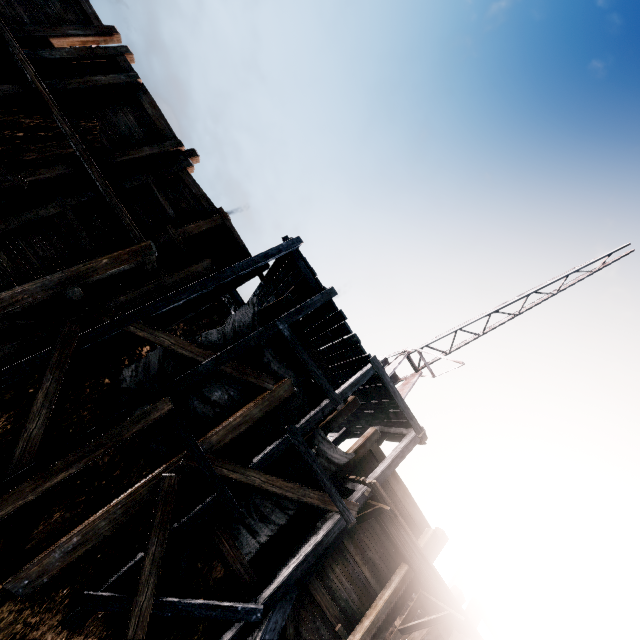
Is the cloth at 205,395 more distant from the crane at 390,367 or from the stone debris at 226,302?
the crane at 390,367

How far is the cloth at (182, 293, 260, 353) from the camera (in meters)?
9.52

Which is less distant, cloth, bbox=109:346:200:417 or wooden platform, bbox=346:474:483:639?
cloth, bbox=109:346:200:417

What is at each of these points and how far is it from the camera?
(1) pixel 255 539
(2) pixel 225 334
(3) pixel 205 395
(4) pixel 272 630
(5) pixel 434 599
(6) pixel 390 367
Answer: (1) cloth, 8.98m
(2) cloth, 9.80m
(3) cloth, 9.20m
(4) wooden brace, 7.96m
(5) wooden platform, 10.47m
(6) crane, 16.17m

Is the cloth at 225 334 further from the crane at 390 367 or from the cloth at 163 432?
the crane at 390 367

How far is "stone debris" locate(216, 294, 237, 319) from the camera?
12.9m

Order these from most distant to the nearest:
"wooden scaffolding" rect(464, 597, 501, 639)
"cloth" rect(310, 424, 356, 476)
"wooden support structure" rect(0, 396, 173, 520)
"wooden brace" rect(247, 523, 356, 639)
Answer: "wooden scaffolding" rect(464, 597, 501, 639) < "cloth" rect(310, 424, 356, 476) < "wooden brace" rect(247, 523, 356, 639) < "wooden support structure" rect(0, 396, 173, 520)

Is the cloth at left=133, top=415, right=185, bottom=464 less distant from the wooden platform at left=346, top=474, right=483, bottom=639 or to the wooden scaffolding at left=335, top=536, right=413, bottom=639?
the wooden scaffolding at left=335, top=536, right=413, bottom=639
